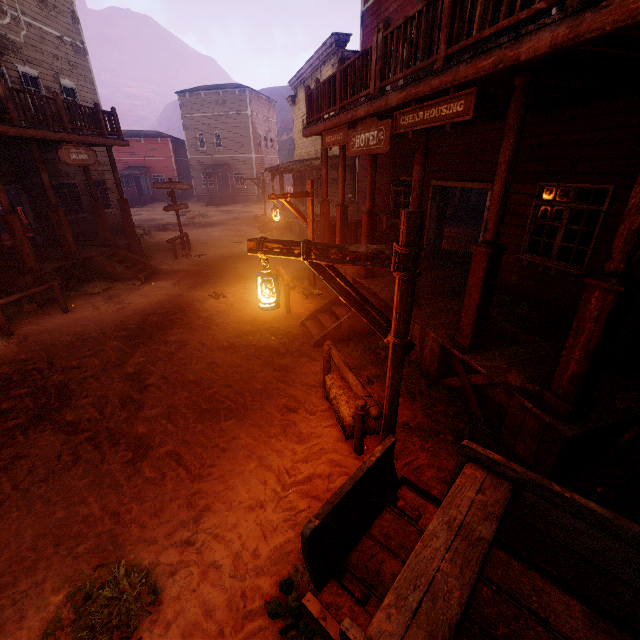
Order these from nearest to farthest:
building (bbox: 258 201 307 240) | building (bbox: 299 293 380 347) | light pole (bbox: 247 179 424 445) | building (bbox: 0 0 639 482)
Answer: light pole (bbox: 247 179 424 445), building (bbox: 0 0 639 482), building (bbox: 299 293 380 347), building (bbox: 258 201 307 240)

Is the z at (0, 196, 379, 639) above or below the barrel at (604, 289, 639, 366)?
below

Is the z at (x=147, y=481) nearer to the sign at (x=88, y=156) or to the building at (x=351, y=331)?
the building at (x=351, y=331)

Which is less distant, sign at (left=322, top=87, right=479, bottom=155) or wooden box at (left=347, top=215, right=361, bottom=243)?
sign at (left=322, top=87, right=479, bottom=155)

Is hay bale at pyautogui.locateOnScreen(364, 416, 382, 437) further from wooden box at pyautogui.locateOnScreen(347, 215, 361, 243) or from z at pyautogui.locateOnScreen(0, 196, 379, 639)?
wooden box at pyautogui.locateOnScreen(347, 215, 361, 243)

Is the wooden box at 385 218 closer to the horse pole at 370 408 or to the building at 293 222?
the building at 293 222

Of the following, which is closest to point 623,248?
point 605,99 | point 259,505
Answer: point 605,99

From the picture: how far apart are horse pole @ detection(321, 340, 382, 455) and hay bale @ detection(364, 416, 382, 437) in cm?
9
